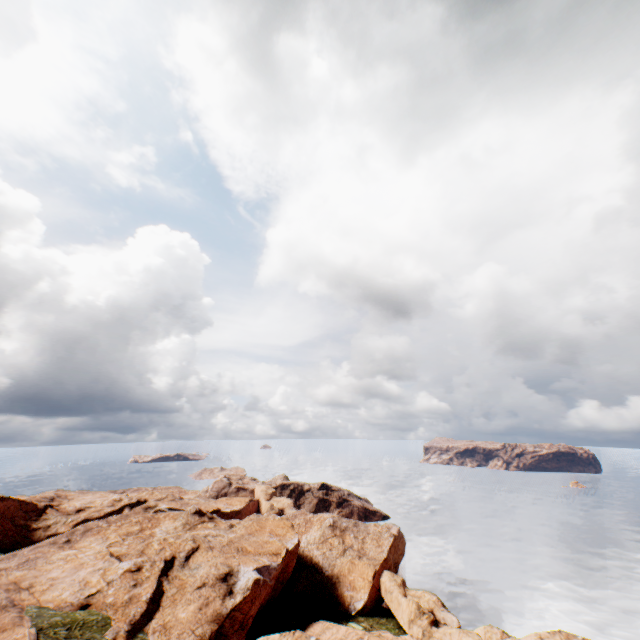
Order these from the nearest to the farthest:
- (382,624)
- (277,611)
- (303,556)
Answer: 1. (277,611)
2. (382,624)
3. (303,556)
